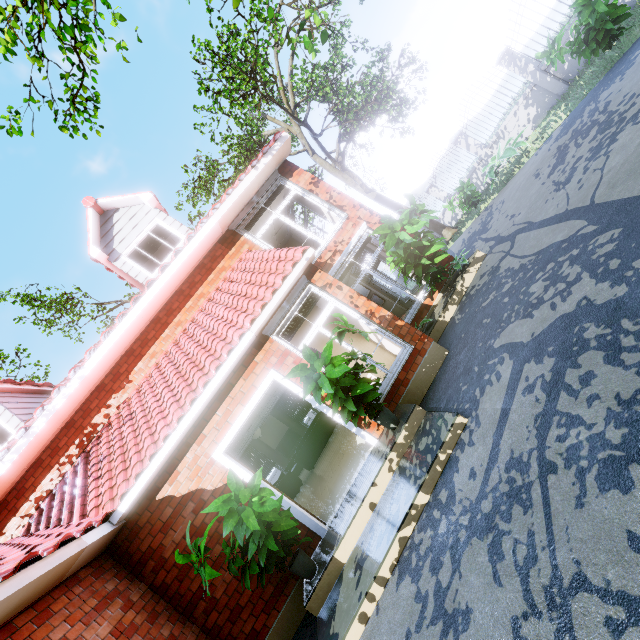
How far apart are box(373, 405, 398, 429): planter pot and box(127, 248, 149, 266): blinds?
7.4 meters

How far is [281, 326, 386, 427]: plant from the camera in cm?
439

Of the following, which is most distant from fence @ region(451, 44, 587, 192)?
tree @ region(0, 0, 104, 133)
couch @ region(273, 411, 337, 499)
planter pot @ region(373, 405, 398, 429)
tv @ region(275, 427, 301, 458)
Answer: tv @ region(275, 427, 301, 458)

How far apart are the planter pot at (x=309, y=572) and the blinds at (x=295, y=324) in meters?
2.8 m

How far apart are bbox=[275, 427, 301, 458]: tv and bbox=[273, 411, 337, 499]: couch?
4.4m

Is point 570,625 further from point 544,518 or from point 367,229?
point 367,229

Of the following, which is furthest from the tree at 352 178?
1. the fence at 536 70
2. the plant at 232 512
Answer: the plant at 232 512

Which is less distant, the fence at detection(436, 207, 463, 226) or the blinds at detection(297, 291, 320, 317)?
the blinds at detection(297, 291, 320, 317)
